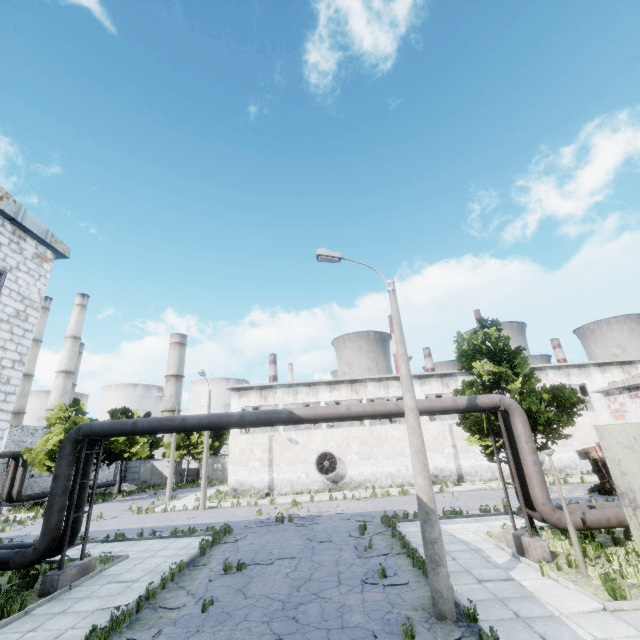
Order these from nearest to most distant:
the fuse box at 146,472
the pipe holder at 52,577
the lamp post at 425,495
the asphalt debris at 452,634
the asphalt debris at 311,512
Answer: the asphalt debris at 452,634, the lamp post at 425,495, the pipe holder at 52,577, the asphalt debris at 311,512, the fuse box at 146,472

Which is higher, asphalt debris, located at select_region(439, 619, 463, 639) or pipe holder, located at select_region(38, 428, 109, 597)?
pipe holder, located at select_region(38, 428, 109, 597)

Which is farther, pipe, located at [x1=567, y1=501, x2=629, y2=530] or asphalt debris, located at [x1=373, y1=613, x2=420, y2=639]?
pipe, located at [x1=567, y1=501, x2=629, y2=530]

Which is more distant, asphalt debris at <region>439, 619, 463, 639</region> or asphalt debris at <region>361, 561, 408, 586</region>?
asphalt debris at <region>361, 561, 408, 586</region>

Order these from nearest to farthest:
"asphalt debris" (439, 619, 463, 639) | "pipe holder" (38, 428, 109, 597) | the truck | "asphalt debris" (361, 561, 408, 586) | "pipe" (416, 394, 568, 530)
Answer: "asphalt debris" (439, 619, 463, 639) → "asphalt debris" (361, 561, 408, 586) → "pipe holder" (38, 428, 109, 597) → "pipe" (416, 394, 568, 530) → the truck

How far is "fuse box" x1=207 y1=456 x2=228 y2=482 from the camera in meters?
46.5 m

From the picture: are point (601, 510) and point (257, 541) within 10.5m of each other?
no

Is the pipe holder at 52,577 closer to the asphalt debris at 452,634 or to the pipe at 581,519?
the pipe at 581,519
